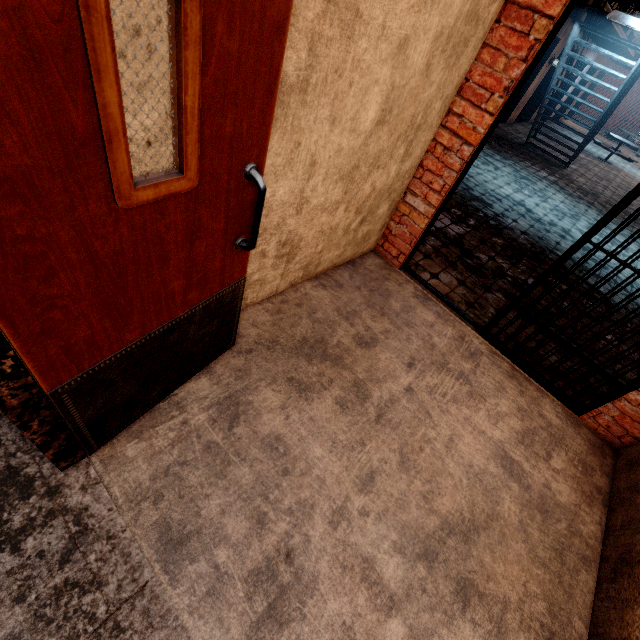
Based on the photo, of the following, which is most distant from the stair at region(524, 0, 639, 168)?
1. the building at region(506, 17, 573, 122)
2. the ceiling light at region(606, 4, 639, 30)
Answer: the building at region(506, 17, 573, 122)

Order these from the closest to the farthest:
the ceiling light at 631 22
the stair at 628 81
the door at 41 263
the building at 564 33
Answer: the door at 41 263, the ceiling light at 631 22, the stair at 628 81, the building at 564 33

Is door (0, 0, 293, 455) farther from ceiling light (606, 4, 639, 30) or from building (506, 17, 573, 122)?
building (506, 17, 573, 122)

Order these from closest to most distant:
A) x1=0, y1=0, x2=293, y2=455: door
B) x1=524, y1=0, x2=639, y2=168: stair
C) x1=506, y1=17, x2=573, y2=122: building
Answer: x1=0, y1=0, x2=293, y2=455: door → x1=524, y1=0, x2=639, y2=168: stair → x1=506, y1=17, x2=573, y2=122: building

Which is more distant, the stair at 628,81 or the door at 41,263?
the stair at 628,81

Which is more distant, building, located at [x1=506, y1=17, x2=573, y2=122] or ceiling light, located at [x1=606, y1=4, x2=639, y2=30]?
building, located at [x1=506, y1=17, x2=573, y2=122]

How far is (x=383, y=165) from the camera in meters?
2.5

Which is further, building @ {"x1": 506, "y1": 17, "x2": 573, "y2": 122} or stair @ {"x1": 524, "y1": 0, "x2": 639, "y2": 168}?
building @ {"x1": 506, "y1": 17, "x2": 573, "y2": 122}
